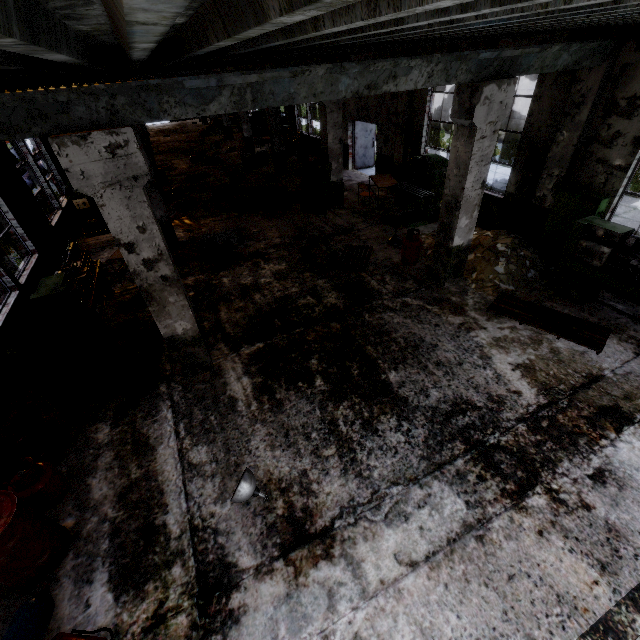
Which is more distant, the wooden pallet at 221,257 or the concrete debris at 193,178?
the concrete debris at 193,178

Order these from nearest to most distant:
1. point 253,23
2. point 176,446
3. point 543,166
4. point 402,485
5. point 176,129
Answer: point 253,23
point 402,485
point 176,446
point 543,166
point 176,129

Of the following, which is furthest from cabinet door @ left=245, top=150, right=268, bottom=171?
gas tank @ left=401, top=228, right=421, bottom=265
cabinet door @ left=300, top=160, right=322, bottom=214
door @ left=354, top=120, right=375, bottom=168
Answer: gas tank @ left=401, top=228, right=421, bottom=265

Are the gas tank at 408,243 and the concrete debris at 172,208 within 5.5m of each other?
no

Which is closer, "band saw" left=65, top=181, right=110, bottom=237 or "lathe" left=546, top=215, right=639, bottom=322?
"lathe" left=546, top=215, right=639, bottom=322

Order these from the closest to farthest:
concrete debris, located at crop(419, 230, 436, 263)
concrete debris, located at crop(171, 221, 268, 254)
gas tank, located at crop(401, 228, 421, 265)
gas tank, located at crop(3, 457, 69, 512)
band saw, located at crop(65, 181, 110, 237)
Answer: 1. gas tank, located at crop(3, 457, 69, 512)
2. gas tank, located at crop(401, 228, 421, 265)
3. concrete debris, located at crop(419, 230, 436, 263)
4. concrete debris, located at crop(171, 221, 268, 254)
5. band saw, located at crop(65, 181, 110, 237)

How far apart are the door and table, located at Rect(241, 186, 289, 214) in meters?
5.6

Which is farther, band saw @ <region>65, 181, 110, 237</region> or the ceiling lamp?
band saw @ <region>65, 181, 110, 237</region>
